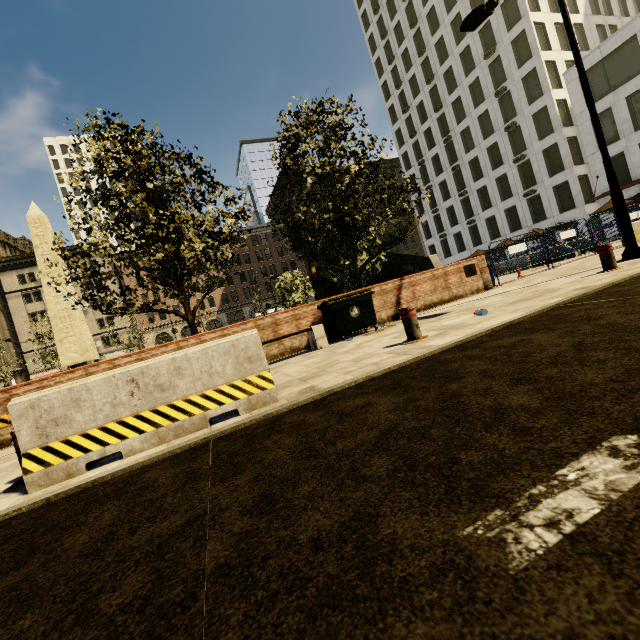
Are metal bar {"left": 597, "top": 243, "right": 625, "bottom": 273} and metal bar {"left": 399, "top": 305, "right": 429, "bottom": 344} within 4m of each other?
no

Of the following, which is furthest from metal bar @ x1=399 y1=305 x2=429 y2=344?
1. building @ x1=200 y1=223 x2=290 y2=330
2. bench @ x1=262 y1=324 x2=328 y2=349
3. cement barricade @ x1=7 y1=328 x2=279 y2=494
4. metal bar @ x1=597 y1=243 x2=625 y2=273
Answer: building @ x1=200 y1=223 x2=290 y2=330

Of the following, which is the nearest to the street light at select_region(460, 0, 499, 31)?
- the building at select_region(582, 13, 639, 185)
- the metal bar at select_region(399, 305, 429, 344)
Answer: the metal bar at select_region(399, 305, 429, 344)

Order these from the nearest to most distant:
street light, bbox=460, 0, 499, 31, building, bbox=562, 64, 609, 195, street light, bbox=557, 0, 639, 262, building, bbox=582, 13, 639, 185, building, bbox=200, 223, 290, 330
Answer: street light, bbox=557, 0, 639, 262
street light, bbox=460, 0, 499, 31
building, bbox=582, 13, 639, 185
building, bbox=562, 64, 609, 195
building, bbox=200, 223, 290, 330

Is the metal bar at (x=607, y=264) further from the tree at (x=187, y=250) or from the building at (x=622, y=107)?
the building at (x=622, y=107)

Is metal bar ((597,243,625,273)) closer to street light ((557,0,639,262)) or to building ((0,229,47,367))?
street light ((557,0,639,262))

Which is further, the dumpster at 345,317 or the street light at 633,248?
the dumpster at 345,317

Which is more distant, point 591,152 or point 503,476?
point 591,152
